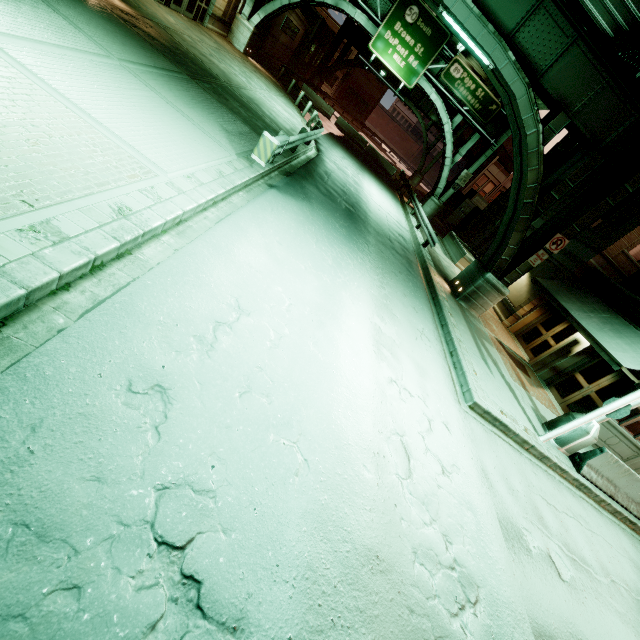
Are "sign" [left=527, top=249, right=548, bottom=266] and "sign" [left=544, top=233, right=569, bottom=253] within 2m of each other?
yes

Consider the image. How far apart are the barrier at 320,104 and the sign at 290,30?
4.89m

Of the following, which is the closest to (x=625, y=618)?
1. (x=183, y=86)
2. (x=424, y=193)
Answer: (x=183, y=86)

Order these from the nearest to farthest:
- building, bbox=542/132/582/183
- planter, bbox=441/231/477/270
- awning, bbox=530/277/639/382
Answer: awning, bbox=530/277/639/382
planter, bbox=441/231/477/270
building, bbox=542/132/582/183

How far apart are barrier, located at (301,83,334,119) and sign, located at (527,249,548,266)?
28.5 meters

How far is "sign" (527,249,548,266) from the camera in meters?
13.1

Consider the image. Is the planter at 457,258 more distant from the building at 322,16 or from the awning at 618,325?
the building at 322,16

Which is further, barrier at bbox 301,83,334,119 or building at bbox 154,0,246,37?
barrier at bbox 301,83,334,119
